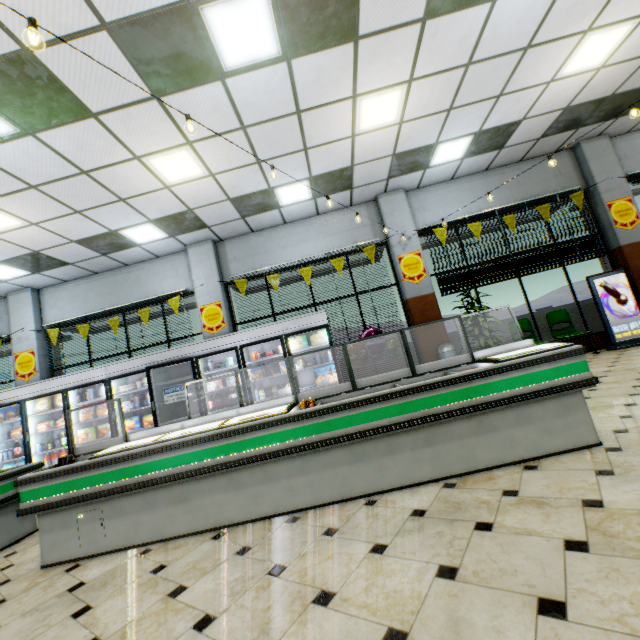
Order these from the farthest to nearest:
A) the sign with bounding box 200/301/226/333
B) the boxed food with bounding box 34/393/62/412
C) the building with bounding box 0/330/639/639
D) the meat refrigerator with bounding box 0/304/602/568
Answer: the sign with bounding box 200/301/226/333
the boxed food with bounding box 34/393/62/412
the meat refrigerator with bounding box 0/304/602/568
the building with bounding box 0/330/639/639

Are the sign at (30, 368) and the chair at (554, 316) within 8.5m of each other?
no

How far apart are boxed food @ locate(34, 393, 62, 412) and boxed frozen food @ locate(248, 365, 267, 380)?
4.78m

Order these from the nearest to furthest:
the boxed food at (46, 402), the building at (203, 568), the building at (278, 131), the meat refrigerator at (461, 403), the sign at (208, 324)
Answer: the building at (203, 568)
the meat refrigerator at (461, 403)
the building at (278, 131)
the boxed food at (46, 402)
the sign at (208, 324)

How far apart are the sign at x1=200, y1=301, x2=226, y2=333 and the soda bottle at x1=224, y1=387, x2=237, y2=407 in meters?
1.6 m

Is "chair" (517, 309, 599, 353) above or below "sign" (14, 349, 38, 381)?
below

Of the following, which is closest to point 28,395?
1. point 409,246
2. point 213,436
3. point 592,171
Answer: point 213,436

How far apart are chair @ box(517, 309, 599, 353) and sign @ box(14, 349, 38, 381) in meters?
11.7
